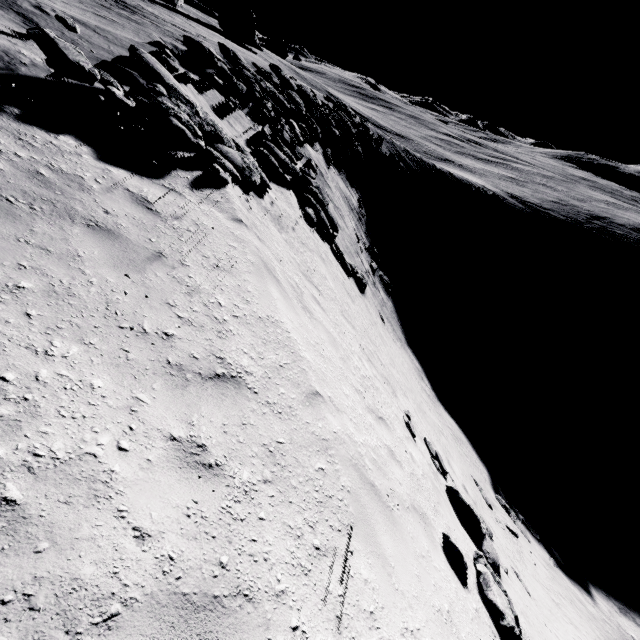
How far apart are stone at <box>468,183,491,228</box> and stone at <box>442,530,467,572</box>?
49.3m

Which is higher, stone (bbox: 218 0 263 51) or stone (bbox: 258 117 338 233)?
stone (bbox: 218 0 263 51)

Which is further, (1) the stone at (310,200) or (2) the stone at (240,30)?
(2) the stone at (240,30)

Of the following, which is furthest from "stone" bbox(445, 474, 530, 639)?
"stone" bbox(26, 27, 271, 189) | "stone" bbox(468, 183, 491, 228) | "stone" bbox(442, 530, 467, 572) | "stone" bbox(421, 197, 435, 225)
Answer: "stone" bbox(468, 183, 491, 228)

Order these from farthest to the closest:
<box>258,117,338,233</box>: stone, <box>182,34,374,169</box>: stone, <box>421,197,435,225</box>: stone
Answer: <box>421,197,435,225</box>: stone, <box>182,34,374,169</box>: stone, <box>258,117,338,233</box>: stone

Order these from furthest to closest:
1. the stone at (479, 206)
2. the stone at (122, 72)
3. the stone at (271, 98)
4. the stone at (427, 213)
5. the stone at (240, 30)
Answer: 1. the stone at (240, 30)
2. the stone at (479, 206)
3. the stone at (427, 213)
4. the stone at (271, 98)
5. the stone at (122, 72)

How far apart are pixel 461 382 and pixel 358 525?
28.5 meters

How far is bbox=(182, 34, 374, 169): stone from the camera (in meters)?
13.87
